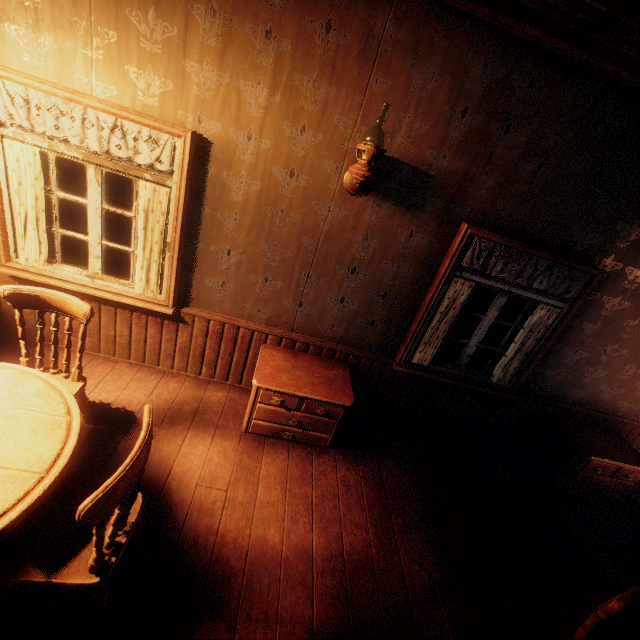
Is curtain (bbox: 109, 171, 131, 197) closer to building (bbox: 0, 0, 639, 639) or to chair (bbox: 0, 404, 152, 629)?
building (bbox: 0, 0, 639, 639)

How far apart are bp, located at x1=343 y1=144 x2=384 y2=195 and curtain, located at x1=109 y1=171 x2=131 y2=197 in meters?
3.2

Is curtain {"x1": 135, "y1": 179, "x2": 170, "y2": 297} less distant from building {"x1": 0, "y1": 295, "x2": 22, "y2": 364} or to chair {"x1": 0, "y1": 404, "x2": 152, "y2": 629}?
building {"x1": 0, "y1": 295, "x2": 22, "y2": 364}

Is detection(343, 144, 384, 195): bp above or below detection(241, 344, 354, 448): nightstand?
above

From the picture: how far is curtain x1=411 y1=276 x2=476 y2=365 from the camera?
3.2 meters

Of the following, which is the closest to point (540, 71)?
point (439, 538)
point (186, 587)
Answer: point (439, 538)

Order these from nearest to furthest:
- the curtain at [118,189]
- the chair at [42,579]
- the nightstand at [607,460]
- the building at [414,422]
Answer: the chair at [42,579], the building at [414,422], the nightstand at [607,460], the curtain at [118,189]

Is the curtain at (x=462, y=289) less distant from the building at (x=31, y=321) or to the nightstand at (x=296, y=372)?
the building at (x=31, y=321)
